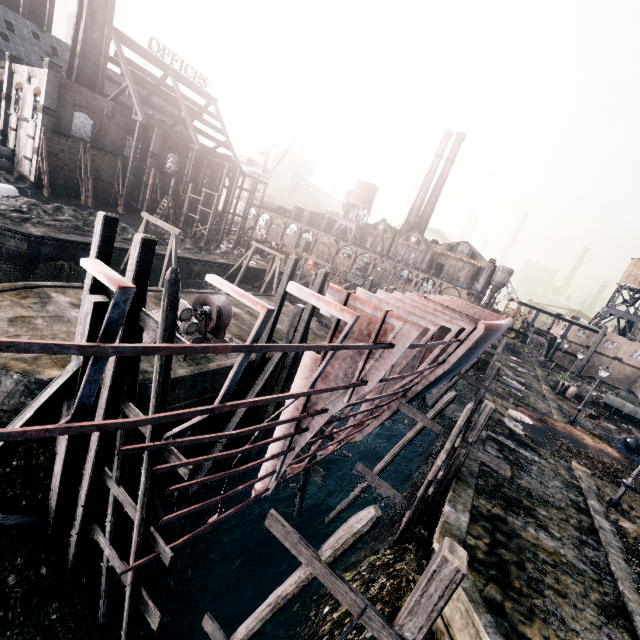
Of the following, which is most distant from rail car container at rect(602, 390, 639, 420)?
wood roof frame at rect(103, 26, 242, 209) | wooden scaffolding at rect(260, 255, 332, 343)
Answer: wood roof frame at rect(103, 26, 242, 209)

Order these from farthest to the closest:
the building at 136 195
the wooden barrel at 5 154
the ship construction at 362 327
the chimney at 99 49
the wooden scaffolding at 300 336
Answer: the building at 136 195 < the wooden barrel at 5 154 < the chimney at 99 49 < the wooden scaffolding at 300 336 < the ship construction at 362 327

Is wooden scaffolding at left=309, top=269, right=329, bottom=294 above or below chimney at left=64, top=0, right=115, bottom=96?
below

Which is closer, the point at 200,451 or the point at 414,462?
the point at 200,451

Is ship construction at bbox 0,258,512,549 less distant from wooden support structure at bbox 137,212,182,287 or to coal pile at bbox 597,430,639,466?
coal pile at bbox 597,430,639,466

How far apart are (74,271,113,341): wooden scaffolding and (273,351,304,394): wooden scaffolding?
8.3m

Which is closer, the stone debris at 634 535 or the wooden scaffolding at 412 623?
the wooden scaffolding at 412 623
